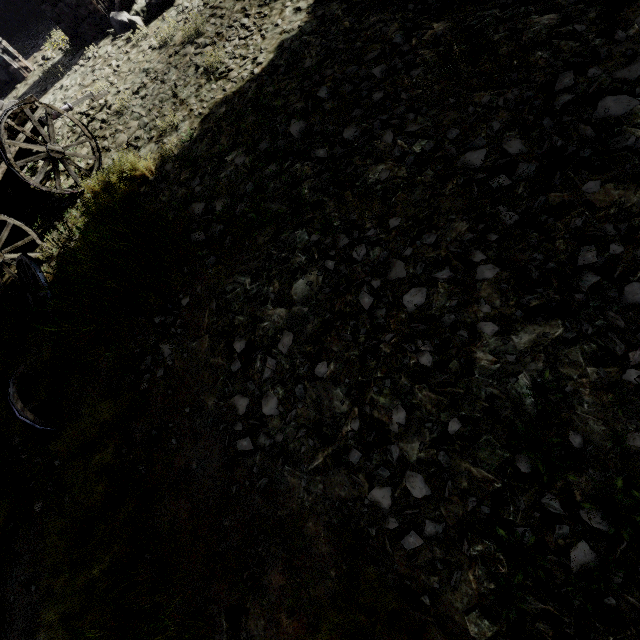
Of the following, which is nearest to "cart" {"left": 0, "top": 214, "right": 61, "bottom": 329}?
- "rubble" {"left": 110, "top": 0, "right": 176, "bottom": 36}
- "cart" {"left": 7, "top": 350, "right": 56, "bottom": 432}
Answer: "cart" {"left": 7, "top": 350, "right": 56, "bottom": 432}

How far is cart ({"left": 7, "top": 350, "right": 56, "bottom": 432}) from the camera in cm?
344

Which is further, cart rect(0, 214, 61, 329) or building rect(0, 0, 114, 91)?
building rect(0, 0, 114, 91)

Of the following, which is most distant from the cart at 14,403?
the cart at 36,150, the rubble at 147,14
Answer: the rubble at 147,14

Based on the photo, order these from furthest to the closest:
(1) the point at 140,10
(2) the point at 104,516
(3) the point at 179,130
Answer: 1. (1) the point at 140,10
2. (3) the point at 179,130
3. (2) the point at 104,516

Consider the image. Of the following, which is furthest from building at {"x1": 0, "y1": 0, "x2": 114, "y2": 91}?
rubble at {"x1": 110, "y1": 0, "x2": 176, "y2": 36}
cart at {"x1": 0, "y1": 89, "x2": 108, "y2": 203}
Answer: cart at {"x1": 0, "y1": 89, "x2": 108, "y2": 203}

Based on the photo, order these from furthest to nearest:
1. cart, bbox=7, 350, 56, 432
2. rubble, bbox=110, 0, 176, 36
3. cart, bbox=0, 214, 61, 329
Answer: rubble, bbox=110, 0, 176, 36
cart, bbox=0, 214, 61, 329
cart, bbox=7, 350, 56, 432

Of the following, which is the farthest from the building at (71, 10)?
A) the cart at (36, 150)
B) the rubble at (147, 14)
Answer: the cart at (36, 150)
